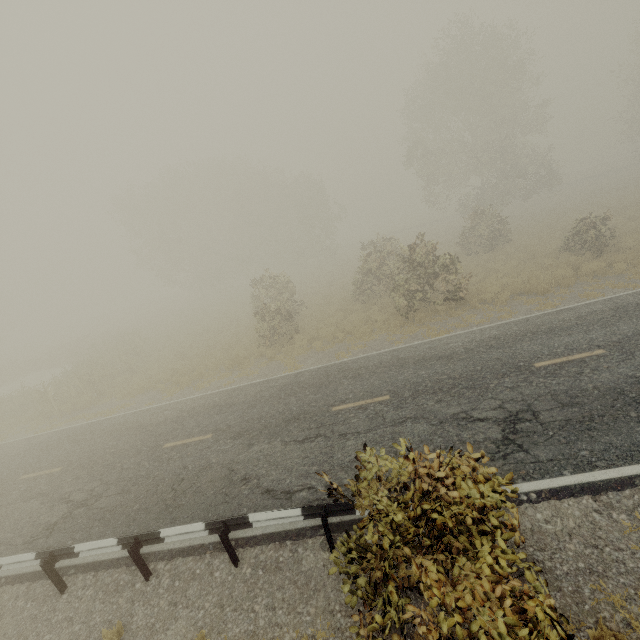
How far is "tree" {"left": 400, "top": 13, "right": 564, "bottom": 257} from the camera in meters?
25.6

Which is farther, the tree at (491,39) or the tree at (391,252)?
the tree at (491,39)

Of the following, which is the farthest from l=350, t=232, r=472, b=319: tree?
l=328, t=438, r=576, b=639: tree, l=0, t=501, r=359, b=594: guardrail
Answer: l=328, t=438, r=576, b=639: tree

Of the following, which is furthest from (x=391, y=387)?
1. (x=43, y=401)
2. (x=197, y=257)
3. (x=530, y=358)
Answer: (x=197, y=257)

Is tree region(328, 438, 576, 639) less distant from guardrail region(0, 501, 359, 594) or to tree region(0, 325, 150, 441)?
guardrail region(0, 501, 359, 594)

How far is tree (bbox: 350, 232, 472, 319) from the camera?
15.0m

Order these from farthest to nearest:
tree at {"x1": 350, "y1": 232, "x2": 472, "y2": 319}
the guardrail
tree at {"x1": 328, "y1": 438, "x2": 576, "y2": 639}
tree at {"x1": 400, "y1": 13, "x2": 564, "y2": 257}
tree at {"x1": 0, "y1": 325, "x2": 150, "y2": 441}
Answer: tree at {"x1": 400, "y1": 13, "x2": 564, "y2": 257} < tree at {"x1": 0, "y1": 325, "x2": 150, "y2": 441} < tree at {"x1": 350, "y1": 232, "x2": 472, "y2": 319} < the guardrail < tree at {"x1": 328, "y1": 438, "x2": 576, "y2": 639}

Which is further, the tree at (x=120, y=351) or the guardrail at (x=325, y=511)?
the tree at (x=120, y=351)
